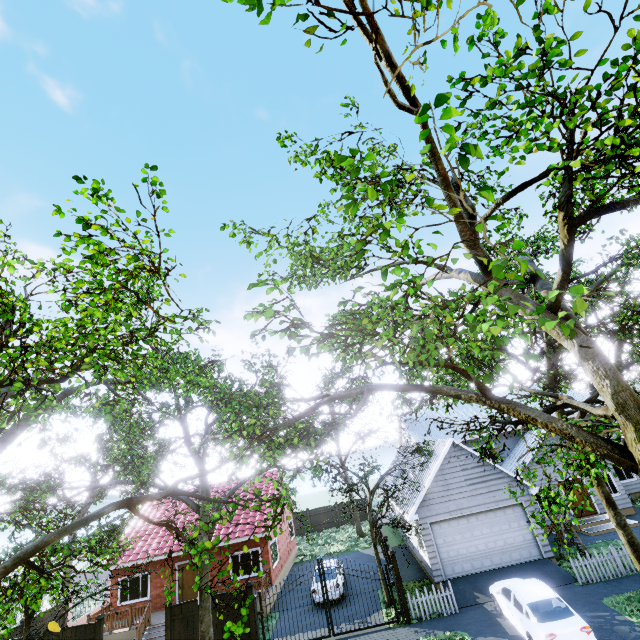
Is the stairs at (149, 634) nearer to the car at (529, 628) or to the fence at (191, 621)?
the fence at (191, 621)

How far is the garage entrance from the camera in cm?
1431

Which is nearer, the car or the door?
the car

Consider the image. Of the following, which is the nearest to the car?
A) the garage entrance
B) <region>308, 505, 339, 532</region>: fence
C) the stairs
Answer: the garage entrance

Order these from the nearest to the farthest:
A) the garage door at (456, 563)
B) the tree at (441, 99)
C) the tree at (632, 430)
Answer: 1. the tree at (441, 99)
2. the tree at (632, 430)
3. the garage door at (456, 563)

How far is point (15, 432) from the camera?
7.37m

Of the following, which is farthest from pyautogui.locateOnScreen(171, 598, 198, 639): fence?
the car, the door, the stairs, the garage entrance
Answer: the door

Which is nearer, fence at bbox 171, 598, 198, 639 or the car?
the car
